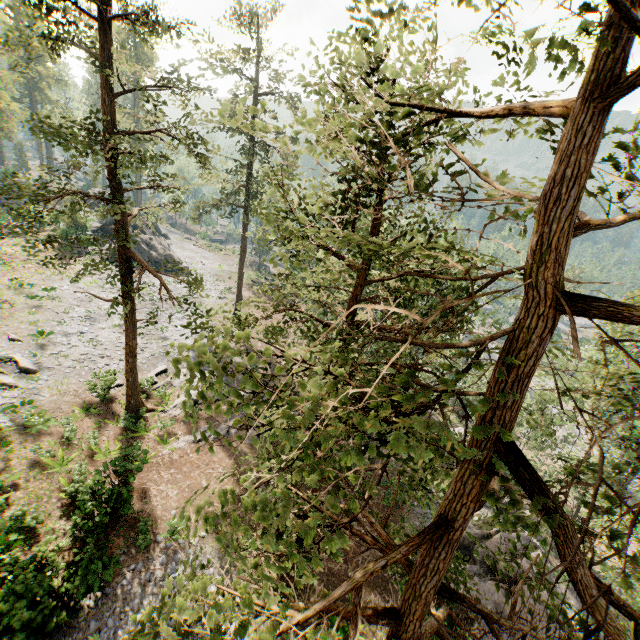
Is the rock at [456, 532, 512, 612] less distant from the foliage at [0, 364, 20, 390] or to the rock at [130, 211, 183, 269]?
the foliage at [0, 364, 20, 390]

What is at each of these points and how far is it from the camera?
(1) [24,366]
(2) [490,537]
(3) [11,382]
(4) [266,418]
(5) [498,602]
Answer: (1) foliage, 20.80m
(2) rock, 21.11m
(3) foliage, 19.64m
(4) foliage, 25.06m
(5) rock, 17.72m

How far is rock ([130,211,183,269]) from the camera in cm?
4134

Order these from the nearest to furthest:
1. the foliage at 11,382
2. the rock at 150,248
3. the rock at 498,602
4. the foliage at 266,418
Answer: the foliage at 266,418
the rock at 498,602
the foliage at 11,382
the rock at 150,248

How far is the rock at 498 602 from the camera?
17.89m

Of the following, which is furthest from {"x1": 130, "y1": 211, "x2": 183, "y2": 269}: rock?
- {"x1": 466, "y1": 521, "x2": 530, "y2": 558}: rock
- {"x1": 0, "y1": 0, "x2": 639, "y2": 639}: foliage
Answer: {"x1": 466, "y1": 521, "x2": 530, "y2": 558}: rock
